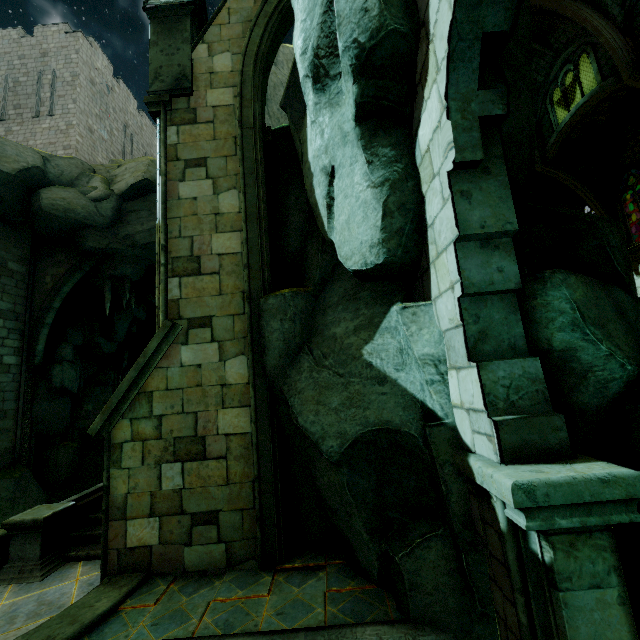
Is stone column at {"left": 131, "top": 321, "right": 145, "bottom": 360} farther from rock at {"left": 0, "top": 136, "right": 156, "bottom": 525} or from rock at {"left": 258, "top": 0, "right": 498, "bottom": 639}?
rock at {"left": 258, "top": 0, "right": 498, "bottom": 639}

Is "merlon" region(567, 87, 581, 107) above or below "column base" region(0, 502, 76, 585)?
above

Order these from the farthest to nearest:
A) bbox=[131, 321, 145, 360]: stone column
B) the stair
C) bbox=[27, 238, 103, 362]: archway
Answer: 1. bbox=[131, 321, 145, 360]: stone column
2. bbox=[27, 238, 103, 362]: archway
3. the stair

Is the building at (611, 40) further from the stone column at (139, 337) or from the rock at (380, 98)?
the stone column at (139, 337)

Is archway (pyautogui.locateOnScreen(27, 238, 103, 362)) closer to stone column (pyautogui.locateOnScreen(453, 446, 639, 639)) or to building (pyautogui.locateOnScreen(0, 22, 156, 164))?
building (pyautogui.locateOnScreen(0, 22, 156, 164))

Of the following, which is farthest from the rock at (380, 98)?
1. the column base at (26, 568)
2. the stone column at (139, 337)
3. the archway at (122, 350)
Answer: the stone column at (139, 337)

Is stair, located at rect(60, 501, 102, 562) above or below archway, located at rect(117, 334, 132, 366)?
below

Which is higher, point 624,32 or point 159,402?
point 624,32
